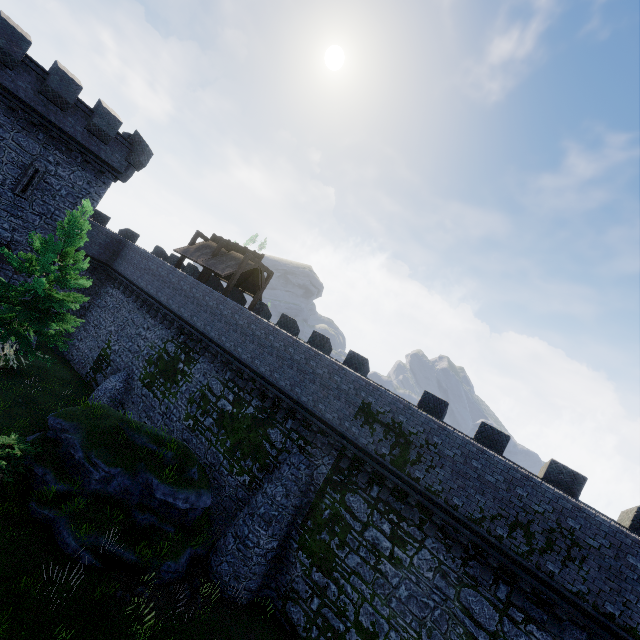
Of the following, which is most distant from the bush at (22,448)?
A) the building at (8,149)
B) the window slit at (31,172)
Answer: the window slit at (31,172)

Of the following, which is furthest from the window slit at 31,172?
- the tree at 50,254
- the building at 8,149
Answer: the tree at 50,254

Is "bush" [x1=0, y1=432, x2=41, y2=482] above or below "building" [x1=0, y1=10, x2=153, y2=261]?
below

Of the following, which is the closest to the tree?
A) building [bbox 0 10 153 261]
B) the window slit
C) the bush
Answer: the bush

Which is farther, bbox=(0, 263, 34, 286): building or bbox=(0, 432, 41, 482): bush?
bbox=(0, 263, 34, 286): building

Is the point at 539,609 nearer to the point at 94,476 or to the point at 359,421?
the point at 359,421

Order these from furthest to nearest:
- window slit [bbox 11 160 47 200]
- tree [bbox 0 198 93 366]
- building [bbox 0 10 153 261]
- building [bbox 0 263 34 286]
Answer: building [bbox 0 263 34 286]
window slit [bbox 11 160 47 200]
building [bbox 0 10 153 261]
tree [bbox 0 198 93 366]

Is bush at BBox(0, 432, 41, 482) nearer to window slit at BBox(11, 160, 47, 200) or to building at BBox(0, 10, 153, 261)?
building at BBox(0, 10, 153, 261)
